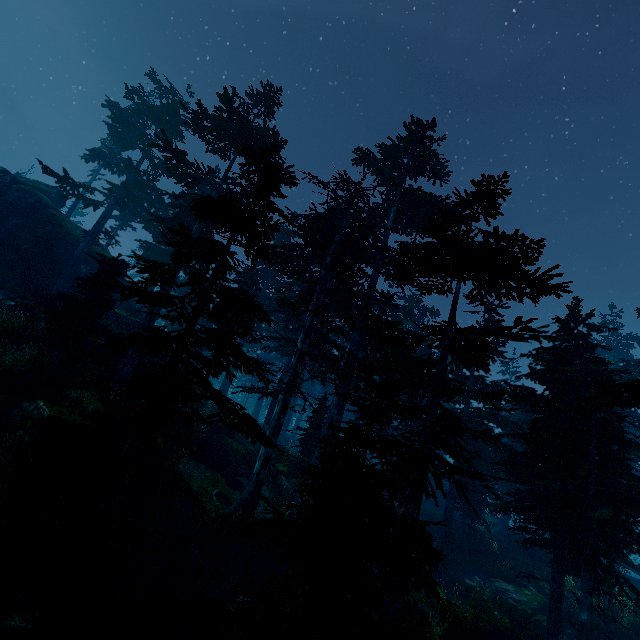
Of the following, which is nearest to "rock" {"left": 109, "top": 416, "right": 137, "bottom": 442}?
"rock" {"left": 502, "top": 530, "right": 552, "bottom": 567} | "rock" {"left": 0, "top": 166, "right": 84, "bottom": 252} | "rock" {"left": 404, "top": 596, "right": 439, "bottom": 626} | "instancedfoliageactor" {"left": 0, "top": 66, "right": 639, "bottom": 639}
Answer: "instancedfoliageactor" {"left": 0, "top": 66, "right": 639, "bottom": 639}

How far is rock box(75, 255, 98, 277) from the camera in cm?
2853

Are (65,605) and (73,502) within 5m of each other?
yes

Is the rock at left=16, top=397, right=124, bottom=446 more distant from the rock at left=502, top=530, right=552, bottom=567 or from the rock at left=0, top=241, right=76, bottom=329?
the rock at left=502, top=530, right=552, bottom=567

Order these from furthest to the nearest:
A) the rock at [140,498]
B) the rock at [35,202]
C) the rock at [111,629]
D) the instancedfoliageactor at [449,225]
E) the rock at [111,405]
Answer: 1. the rock at [35,202]
2. the rock at [140,498]
3. the rock at [111,405]
4. the rock at [111,629]
5. the instancedfoliageactor at [449,225]

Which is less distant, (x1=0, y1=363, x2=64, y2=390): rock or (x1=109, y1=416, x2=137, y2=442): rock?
(x1=109, y1=416, x2=137, y2=442): rock

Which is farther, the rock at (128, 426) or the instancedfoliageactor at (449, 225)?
the rock at (128, 426)

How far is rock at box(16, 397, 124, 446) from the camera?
10.2 meters
